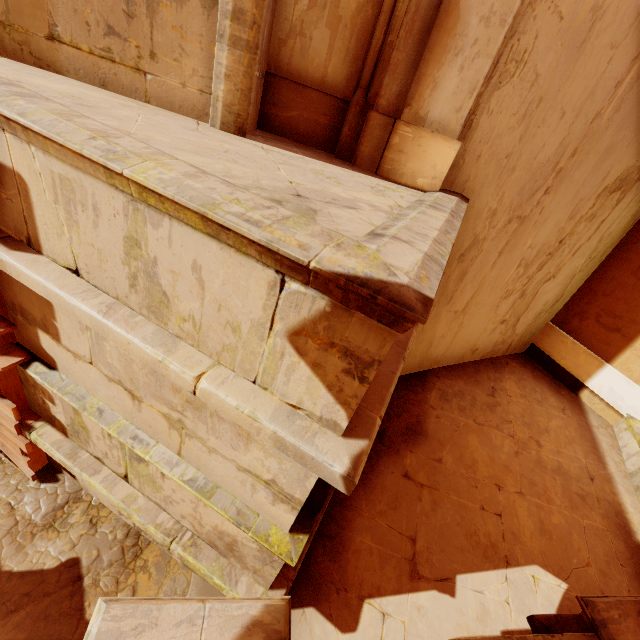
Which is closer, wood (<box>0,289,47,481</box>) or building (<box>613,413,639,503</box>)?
wood (<box>0,289,47,481</box>)

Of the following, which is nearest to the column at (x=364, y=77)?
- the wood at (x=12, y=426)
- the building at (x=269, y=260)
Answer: the building at (x=269, y=260)

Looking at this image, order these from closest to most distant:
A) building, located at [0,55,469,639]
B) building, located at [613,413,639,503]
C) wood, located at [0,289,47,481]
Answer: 1. building, located at [0,55,469,639]
2. wood, located at [0,289,47,481]
3. building, located at [613,413,639,503]

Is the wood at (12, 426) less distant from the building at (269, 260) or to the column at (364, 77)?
the building at (269, 260)

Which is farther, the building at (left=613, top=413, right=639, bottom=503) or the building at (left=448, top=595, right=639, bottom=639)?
the building at (left=613, top=413, right=639, bottom=503)

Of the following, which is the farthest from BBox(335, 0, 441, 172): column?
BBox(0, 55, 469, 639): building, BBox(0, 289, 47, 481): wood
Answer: BBox(0, 289, 47, 481): wood

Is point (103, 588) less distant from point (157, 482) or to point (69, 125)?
point (157, 482)
